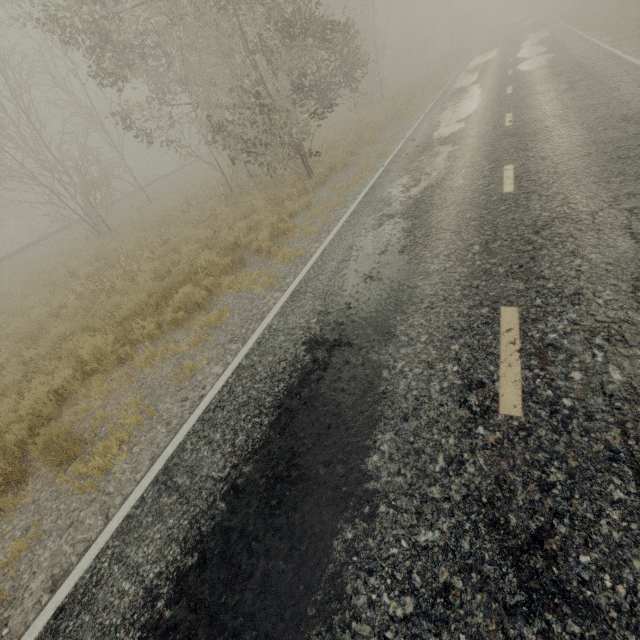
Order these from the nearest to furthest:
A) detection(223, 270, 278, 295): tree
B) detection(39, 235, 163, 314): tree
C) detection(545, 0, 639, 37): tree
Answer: detection(223, 270, 278, 295): tree < detection(39, 235, 163, 314): tree < detection(545, 0, 639, 37): tree

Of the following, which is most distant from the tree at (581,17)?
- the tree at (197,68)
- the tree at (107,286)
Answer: the tree at (107,286)

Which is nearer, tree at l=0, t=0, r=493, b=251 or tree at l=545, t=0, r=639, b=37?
tree at l=0, t=0, r=493, b=251

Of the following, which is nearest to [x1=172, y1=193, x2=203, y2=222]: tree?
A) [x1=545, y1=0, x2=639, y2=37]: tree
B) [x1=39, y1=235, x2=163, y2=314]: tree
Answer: [x1=39, y1=235, x2=163, y2=314]: tree

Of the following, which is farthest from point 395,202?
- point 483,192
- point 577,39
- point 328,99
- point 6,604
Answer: point 577,39

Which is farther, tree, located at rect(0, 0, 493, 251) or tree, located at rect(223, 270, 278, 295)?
tree, located at rect(0, 0, 493, 251)
